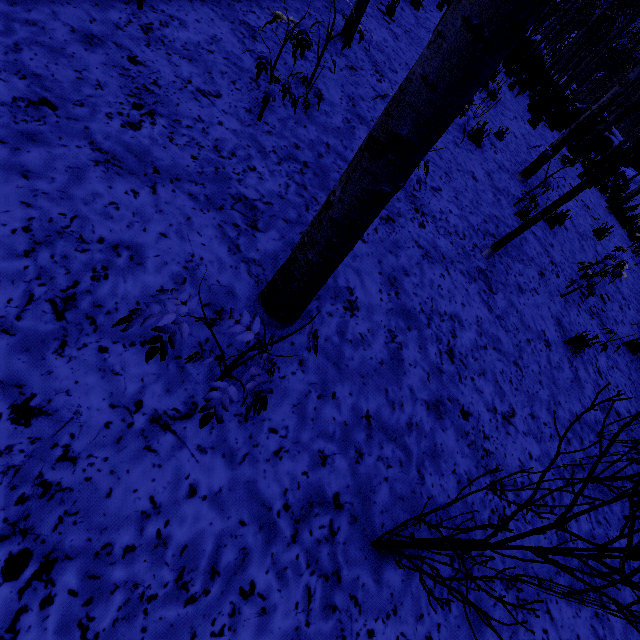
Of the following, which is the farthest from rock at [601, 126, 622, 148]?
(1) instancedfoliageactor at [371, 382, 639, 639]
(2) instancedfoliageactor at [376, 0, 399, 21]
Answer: (1) instancedfoliageactor at [371, 382, 639, 639]

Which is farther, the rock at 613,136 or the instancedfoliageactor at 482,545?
the rock at 613,136

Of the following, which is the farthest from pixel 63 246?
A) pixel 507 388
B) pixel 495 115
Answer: pixel 495 115

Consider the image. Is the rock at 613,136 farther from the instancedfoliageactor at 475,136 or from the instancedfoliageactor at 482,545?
the instancedfoliageactor at 482,545

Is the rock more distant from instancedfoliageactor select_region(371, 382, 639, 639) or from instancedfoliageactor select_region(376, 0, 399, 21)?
instancedfoliageactor select_region(371, 382, 639, 639)

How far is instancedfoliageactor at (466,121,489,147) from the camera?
5.9m

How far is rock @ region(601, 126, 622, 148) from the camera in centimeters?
2602cm

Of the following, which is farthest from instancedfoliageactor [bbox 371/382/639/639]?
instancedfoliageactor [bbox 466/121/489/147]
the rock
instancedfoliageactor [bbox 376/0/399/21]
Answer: the rock
